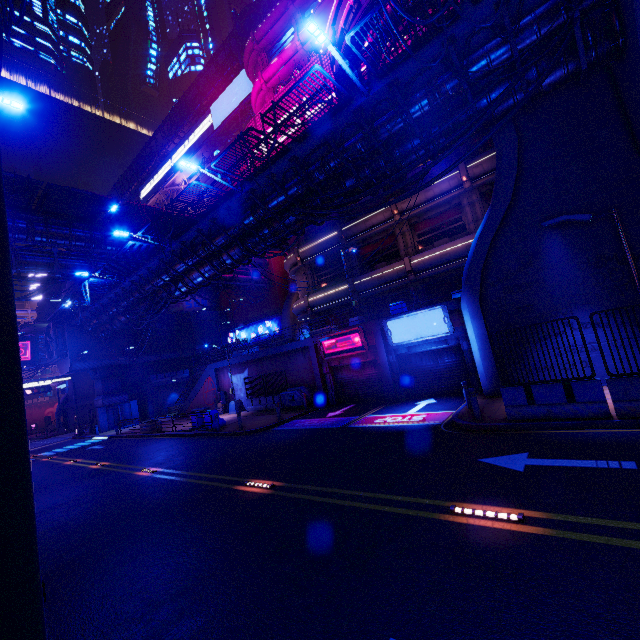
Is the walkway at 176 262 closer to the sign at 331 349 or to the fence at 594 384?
the sign at 331 349

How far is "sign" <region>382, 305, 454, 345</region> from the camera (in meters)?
16.69

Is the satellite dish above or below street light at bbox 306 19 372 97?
above

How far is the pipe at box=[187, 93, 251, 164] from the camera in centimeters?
4509cm

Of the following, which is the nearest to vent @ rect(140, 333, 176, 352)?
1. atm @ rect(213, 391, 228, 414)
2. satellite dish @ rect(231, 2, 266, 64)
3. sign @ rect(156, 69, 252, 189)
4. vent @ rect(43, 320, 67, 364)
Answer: vent @ rect(43, 320, 67, 364)

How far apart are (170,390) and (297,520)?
40.0m

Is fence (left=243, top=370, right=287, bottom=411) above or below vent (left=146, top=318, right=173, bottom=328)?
below

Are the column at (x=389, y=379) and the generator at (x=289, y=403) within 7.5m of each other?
yes
